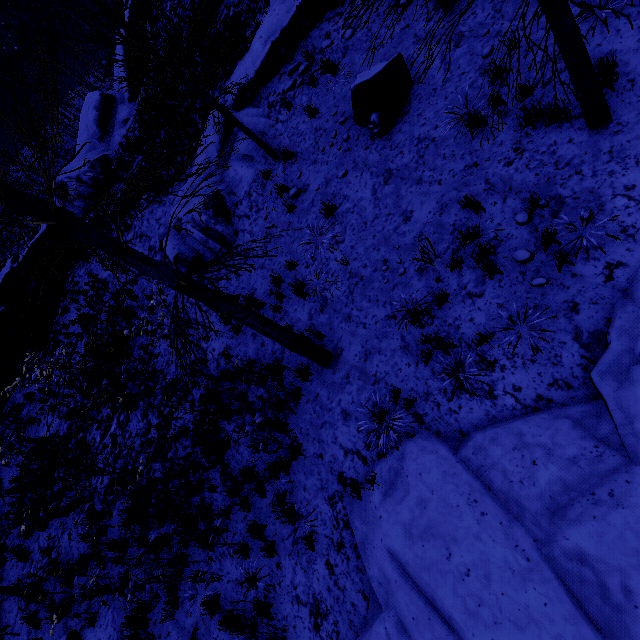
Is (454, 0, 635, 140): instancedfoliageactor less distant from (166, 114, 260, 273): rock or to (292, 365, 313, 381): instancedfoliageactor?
(166, 114, 260, 273): rock

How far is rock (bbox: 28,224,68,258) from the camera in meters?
16.2

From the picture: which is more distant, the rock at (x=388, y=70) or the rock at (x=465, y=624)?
the rock at (x=388, y=70)

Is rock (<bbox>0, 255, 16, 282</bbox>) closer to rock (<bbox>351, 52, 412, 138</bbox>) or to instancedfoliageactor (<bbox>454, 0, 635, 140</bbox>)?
rock (<bbox>351, 52, 412, 138</bbox>)

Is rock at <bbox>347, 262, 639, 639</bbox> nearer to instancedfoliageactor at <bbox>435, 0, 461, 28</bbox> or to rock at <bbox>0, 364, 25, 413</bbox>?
instancedfoliageactor at <bbox>435, 0, 461, 28</bbox>

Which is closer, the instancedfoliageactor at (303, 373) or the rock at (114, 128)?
the instancedfoliageactor at (303, 373)

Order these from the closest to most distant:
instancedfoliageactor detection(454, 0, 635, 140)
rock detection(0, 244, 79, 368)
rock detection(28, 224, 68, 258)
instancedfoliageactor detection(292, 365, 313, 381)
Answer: instancedfoliageactor detection(454, 0, 635, 140)
instancedfoliageactor detection(292, 365, 313, 381)
rock detection(0, 244, 79, 368)
rock detection(28, 224, 68, 258)

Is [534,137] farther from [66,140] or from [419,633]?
[66,140]
